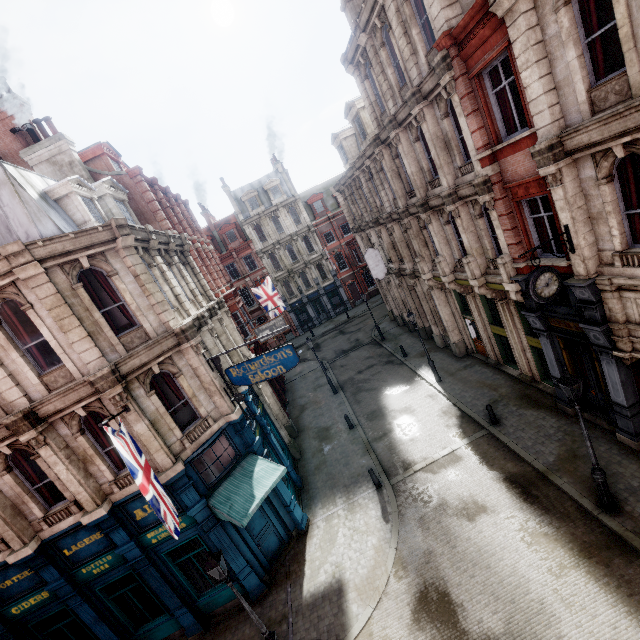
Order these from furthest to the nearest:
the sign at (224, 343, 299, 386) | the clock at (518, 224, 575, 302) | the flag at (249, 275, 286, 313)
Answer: the flag at (249, 275, 286, 313) → the sign at (224, 343, 299, 386) → the clock at (518, 224, 575, 302)

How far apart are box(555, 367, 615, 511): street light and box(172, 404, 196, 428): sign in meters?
11.6 m

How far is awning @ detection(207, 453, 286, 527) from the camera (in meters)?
10.48

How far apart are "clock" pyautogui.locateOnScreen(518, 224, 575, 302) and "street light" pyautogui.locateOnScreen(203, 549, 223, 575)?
11.02m

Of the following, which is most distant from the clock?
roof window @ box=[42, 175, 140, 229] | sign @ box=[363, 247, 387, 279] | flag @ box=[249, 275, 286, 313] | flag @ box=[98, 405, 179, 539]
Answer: flag @ box=[249, 275, 286, 313]

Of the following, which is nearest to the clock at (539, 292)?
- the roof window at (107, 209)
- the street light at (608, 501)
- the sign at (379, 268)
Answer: the street light at (608, 501)

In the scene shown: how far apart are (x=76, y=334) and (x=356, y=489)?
12.5 meters

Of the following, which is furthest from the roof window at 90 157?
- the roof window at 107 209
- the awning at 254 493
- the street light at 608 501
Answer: the street light at 608 501
